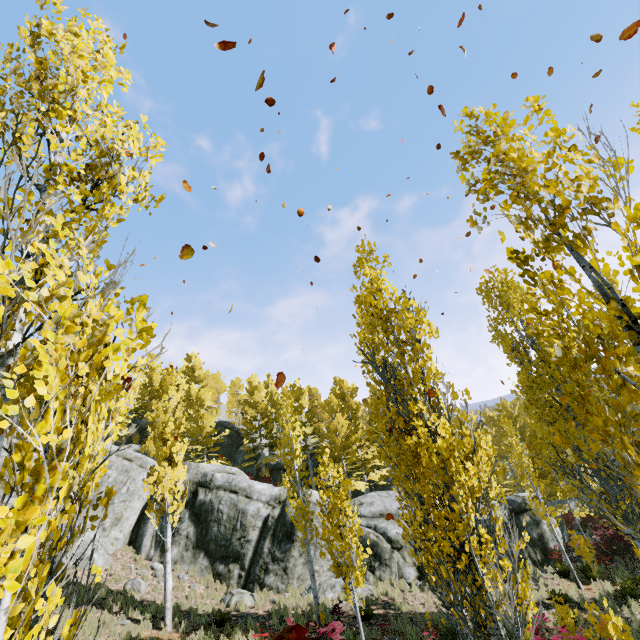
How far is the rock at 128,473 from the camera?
17.18m

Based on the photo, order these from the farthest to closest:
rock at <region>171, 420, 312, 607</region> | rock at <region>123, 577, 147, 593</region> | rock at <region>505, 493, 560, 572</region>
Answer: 1. rock at <region>505, 493, 560, 572</region>
2. rock at <region>171, 420, 312, 607</region>
3. rock at <region>123, 577, 147, 593</region>

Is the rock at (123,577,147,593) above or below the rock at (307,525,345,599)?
above

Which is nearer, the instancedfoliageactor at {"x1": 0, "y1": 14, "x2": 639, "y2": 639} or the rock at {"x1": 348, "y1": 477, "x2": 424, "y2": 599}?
the instancedfoliageactor at {"x1": 0, "y1": 14, "x2": 639, "y2": 639}

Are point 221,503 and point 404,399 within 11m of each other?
no

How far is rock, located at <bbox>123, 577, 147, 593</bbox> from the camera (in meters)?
15.07

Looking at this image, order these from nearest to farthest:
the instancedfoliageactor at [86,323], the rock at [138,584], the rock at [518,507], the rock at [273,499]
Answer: the instancedfoliageactor at [86,323] → the rock at [138,584] → the rock at [273,499] → the rock at [518,507]
